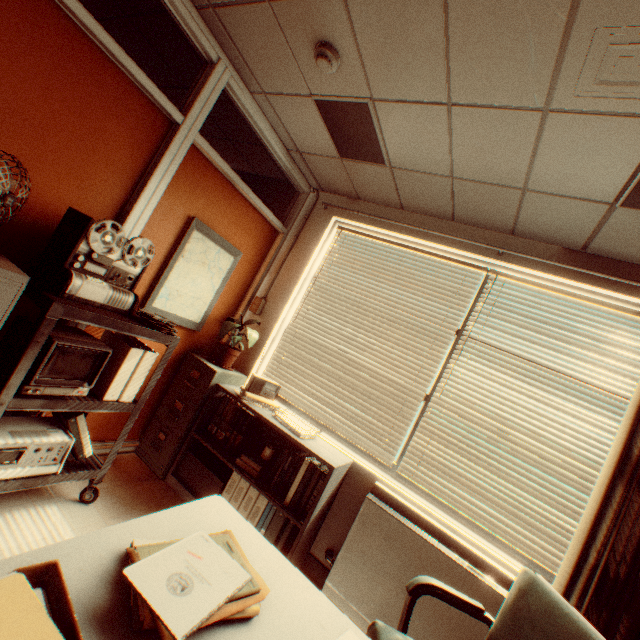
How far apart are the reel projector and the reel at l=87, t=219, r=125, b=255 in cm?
1

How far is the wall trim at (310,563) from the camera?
2.8 meters

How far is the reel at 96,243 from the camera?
1.97m

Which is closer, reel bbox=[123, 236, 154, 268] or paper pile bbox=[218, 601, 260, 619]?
paper pile bbox=[218, 601, 260, 619]

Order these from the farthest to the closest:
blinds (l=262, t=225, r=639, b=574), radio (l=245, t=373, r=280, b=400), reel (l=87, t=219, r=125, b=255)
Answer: radio (l=245, t=373, r=280, b=400)
blinds (l=262, t=225, r=639, b=574)
reel (l=87, t=219, r=125, b=255)

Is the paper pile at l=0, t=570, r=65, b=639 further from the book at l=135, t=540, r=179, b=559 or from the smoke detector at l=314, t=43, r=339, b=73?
the smoke detector at l=314, t=43, r=339, b=73

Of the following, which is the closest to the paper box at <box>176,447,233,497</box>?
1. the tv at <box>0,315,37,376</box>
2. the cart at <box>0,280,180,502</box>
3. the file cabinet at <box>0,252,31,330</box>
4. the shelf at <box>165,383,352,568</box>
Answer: the shelf at <box>165,383,352,568</box>

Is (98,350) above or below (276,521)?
above
